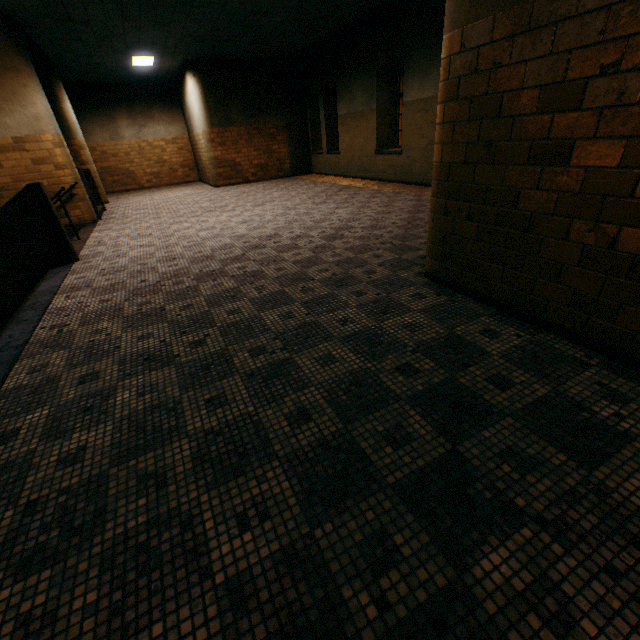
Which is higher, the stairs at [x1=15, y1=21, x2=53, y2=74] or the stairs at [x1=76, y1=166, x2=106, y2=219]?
the stairs at [x1=15, y1=21, x2=53, y2=74]

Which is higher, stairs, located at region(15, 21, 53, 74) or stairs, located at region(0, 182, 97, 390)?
stairs, located at region(15, 21, 53, 74)

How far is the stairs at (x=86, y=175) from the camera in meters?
8.1

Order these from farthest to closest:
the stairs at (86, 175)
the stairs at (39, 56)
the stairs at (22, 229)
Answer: the stairs at (86, 175), the stairs at (39, 56), the stairs at (22, 229)

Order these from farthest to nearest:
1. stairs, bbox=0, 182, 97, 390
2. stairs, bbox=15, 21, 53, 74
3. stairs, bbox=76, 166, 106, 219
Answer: stairs, bbox=76, 166, 106, 219, stairs, bbox=15, 21, 53, 74, stairs, bbox=0, 182, 97, 390

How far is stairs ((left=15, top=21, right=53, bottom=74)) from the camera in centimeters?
720cm

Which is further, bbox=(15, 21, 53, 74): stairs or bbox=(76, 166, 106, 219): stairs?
bbox=(76, 166, 106, 219): stairs

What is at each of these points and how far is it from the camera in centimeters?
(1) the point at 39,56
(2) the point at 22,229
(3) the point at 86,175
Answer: (1) stairs, 853cm
(2) stairs, 476cm
(3) stairs, 925cm
